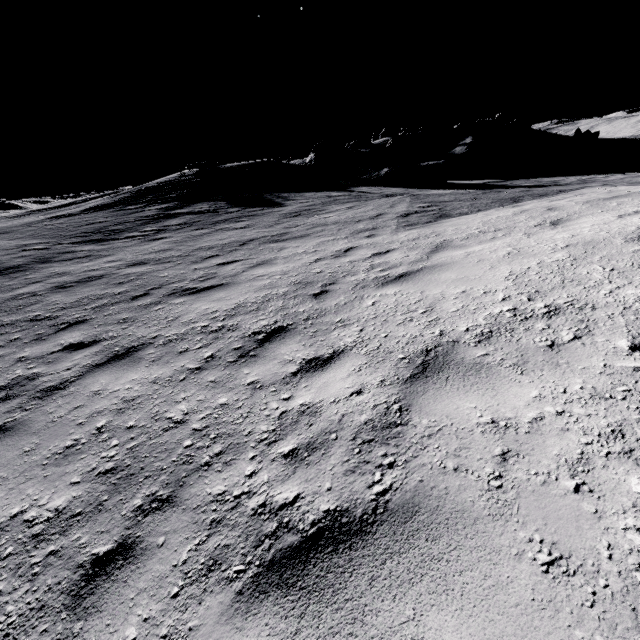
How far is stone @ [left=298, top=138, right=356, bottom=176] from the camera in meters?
28.5 m

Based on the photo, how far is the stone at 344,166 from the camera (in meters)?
→ 28.47

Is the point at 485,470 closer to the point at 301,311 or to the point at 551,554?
the point at 551,554
